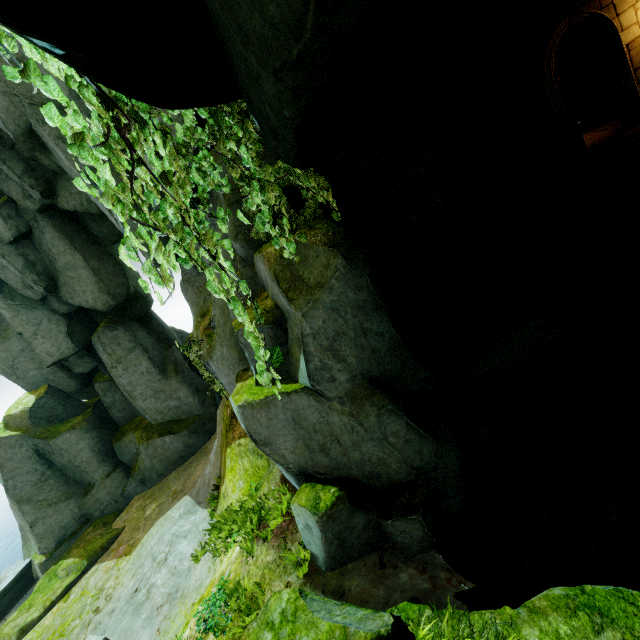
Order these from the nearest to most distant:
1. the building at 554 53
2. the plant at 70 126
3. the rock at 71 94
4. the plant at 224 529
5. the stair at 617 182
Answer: the plant at 70 126, the plant at 224 529, the rock at 71 94, the stair at 617 182, the building at 554 53

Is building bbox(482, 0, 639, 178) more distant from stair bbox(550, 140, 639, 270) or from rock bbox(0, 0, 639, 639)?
stair bbox(550, 140, 639, 270)

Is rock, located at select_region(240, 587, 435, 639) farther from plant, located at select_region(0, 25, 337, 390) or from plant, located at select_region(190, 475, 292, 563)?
plant, located at select_region(190, 475, 292, 563)

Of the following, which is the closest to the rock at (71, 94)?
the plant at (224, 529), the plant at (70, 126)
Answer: the plant at (70, 126)

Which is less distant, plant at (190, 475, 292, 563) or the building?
plant at (190, 475, 292, 563)

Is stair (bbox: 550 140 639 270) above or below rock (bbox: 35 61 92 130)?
below

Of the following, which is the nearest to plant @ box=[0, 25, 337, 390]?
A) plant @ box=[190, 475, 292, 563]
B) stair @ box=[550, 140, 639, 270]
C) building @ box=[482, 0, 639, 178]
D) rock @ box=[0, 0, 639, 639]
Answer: rock @ box=[0, 0, 639, 639]

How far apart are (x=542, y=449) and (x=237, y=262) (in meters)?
7.21
